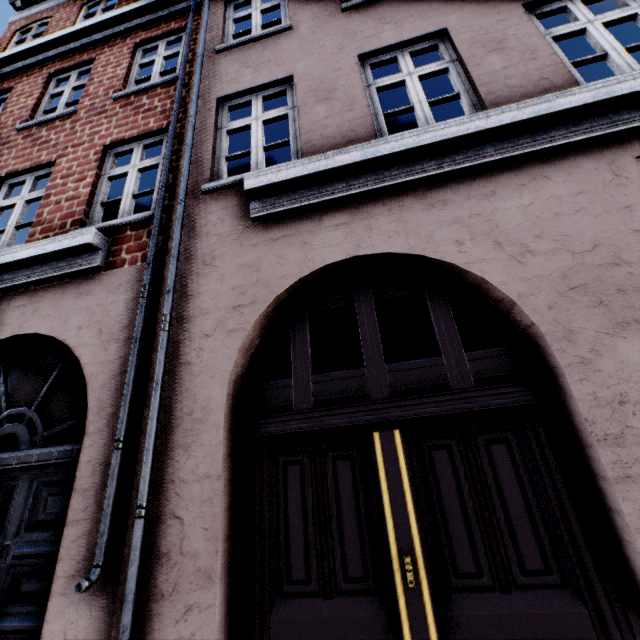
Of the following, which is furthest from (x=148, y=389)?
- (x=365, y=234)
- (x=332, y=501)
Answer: (x=365, y=234)
